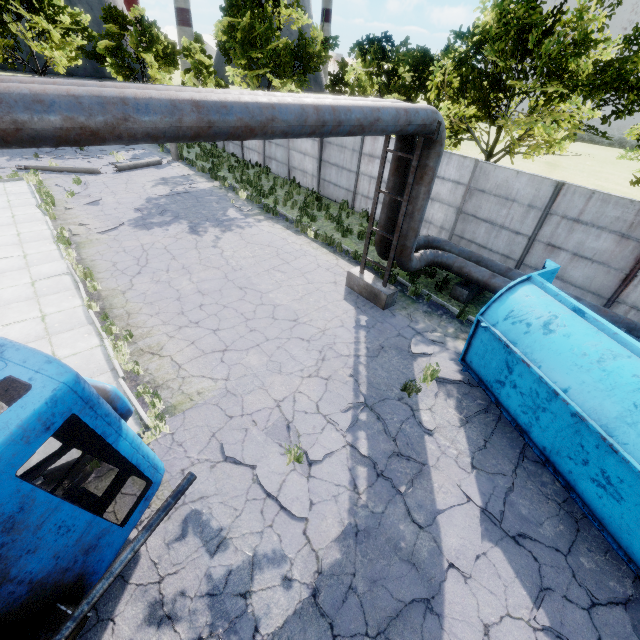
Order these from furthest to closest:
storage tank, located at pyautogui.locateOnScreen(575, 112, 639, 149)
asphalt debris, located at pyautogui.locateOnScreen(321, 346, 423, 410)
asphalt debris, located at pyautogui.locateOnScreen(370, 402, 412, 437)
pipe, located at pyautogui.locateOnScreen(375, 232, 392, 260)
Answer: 1. storage tank, located at pyautogui.locateOnScreen(575, 112, 639, 149)
2. pipe, located at pyautogui.locateOnScreen(375, 232, 392, 260)
3. asphalt debris, located at pyautogui.locateOnScreen(321, 346, 423, 410)
4. asphalt debris, located at pyautogui.locateOnScreen(370, 402, 412, 437)

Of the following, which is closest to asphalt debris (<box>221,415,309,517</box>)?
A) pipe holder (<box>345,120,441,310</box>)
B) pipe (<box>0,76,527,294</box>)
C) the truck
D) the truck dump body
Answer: the truck dump body

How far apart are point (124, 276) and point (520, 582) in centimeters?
1206cm

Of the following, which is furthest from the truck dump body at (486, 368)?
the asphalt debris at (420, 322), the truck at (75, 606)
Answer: the truck at (75, 606)

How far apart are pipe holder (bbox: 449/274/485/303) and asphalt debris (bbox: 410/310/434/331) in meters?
1.7

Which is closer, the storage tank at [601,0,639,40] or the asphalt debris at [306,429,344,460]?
the asphalt debris at [306,429,344,460]

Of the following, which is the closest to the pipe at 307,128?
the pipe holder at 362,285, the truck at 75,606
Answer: the pipe holder at 362,285

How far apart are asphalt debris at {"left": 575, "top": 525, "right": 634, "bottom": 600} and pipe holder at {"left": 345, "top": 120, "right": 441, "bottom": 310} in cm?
653
